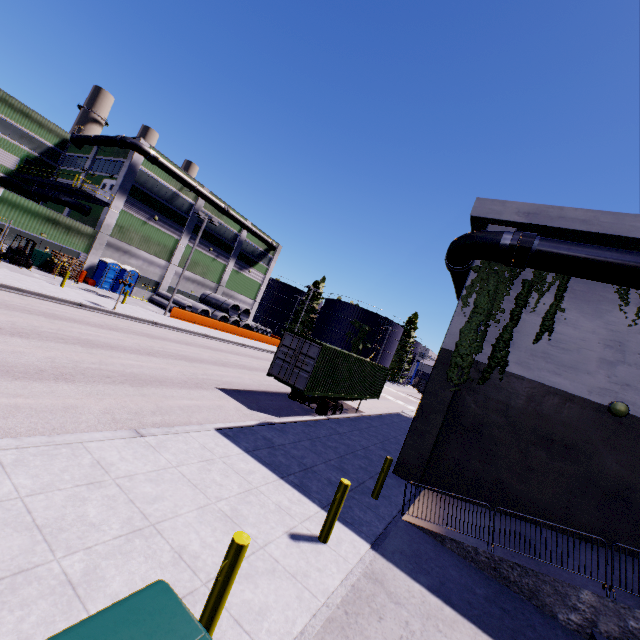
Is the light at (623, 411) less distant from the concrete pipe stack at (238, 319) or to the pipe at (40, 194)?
the pipe at (40, 194)

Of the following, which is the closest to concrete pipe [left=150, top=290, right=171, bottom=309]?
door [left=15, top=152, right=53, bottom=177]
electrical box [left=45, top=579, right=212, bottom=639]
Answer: door [left=15, top=152, right=53, bottom=177]

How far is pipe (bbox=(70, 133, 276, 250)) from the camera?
30.3 meters

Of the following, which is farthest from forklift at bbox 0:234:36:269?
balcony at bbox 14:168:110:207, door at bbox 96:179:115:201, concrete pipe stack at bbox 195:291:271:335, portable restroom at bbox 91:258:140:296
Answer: concrete pipe stack at bbox 195:291:271:335

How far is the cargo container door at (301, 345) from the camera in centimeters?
1422cm

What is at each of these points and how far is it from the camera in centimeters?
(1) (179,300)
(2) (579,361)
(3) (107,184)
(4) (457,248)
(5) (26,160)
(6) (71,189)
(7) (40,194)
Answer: (1) concrete pipe, 3525cm
(2) building, 1032cm
(3) door, 3244cm
(4) pipe, 1193cm
(5) door, 3678cm
(6) balcony, 3123cm
(7) pipe, 3338cm

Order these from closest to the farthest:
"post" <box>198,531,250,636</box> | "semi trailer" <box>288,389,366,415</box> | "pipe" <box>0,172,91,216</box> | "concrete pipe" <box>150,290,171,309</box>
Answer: "post" <box>198,531,250,636</box> < "semi trailer" <box>288,389,366,415</box> < "pipe" <box>0,172,91,216</box> < "concrete pipe" <box>150,290,171,309</box>

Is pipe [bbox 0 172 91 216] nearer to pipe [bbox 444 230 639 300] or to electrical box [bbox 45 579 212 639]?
pipe [bbox 444 230 639 300]
